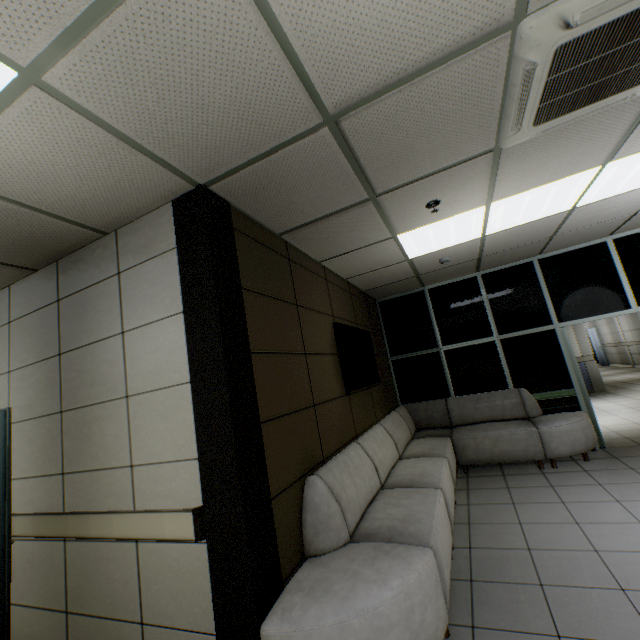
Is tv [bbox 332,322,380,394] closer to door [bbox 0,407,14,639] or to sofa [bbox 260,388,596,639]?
sofa [bbox 260,388,596,639]

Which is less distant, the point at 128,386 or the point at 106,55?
the point at 106,55

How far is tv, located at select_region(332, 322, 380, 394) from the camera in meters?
3.8

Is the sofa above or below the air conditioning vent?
below

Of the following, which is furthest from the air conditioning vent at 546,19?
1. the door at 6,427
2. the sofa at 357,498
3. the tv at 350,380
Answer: the door at 6,427

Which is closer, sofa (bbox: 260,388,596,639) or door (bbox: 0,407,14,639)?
sofa (bbox: 260,388,596,639)

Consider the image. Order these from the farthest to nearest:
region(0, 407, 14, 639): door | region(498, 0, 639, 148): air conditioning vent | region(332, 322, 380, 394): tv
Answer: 1. region(332, 322, 380, 394): tv
2. region(0, 407, 14, 639): door
3. region(498, 0, 639, 148): air conditioning vent

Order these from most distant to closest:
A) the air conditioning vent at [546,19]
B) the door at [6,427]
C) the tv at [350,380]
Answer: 1. the tv at [350,380]
2. the door at [6,427]
3. the air conditioning vent at [546,19]
